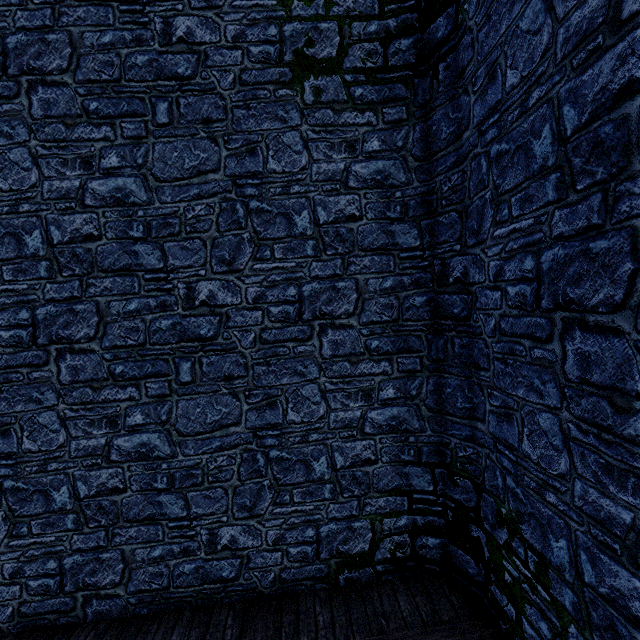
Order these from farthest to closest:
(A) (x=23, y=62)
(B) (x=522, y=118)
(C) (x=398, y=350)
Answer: (C) (x=398, y=350) → (A) (x=23, y=62) → (B) (x=522, y=118)
